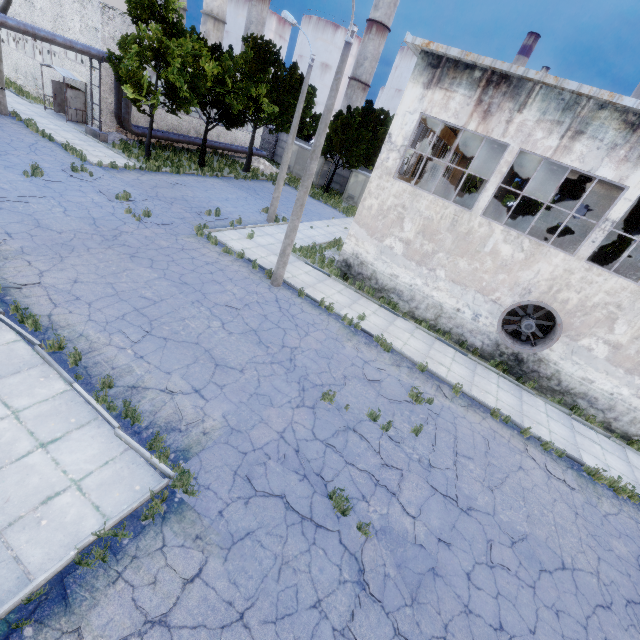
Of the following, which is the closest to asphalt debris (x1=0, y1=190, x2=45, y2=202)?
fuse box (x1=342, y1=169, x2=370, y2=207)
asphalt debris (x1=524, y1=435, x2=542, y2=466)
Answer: asphalt debris (x1=524, y1=435, x2=542, y2=466)

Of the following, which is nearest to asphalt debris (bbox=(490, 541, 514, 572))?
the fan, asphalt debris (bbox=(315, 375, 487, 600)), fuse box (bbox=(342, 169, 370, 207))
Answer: asphalt debris (bbox=(315, 375, 487, 600))

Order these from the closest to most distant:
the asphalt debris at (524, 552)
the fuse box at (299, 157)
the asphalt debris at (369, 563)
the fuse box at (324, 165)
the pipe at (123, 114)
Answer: the asphalt debris at (369, 563) → the asphalt debris at (524, 552) → the pipe at (123, 114) → the fuse box at (324, 165) → the fuse box at (299, 157)

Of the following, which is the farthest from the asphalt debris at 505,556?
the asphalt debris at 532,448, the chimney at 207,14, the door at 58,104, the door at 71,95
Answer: the chimney at 207,14

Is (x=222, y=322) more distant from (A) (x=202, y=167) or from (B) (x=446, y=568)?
(A) (x=202, y=167)

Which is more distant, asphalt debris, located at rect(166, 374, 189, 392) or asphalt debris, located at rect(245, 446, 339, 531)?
asphalt debris, located at rect(166, 374, 189, 392)

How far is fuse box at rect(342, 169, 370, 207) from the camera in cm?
3394

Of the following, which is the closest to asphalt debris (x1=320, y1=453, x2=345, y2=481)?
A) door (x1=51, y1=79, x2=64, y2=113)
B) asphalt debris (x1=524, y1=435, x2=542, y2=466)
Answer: asphalt debris (x1=524, y1=435, x2=542, y2=466)
